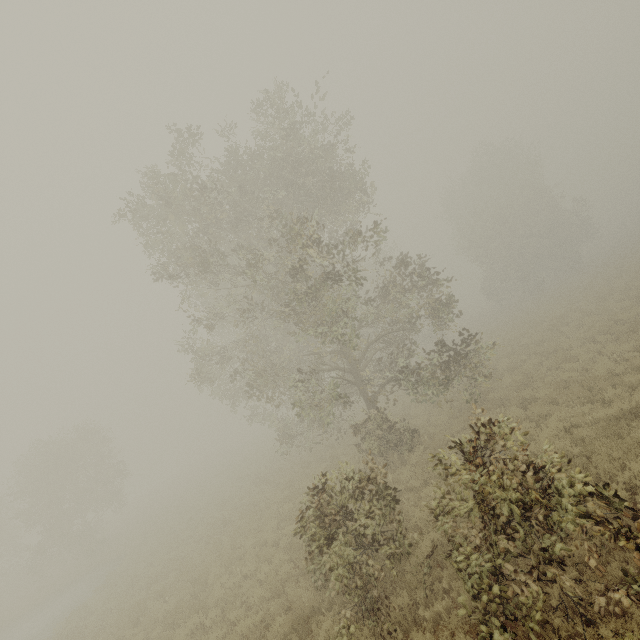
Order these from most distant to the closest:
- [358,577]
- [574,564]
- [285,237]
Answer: [285,237]
[358,577]
[574,564]
